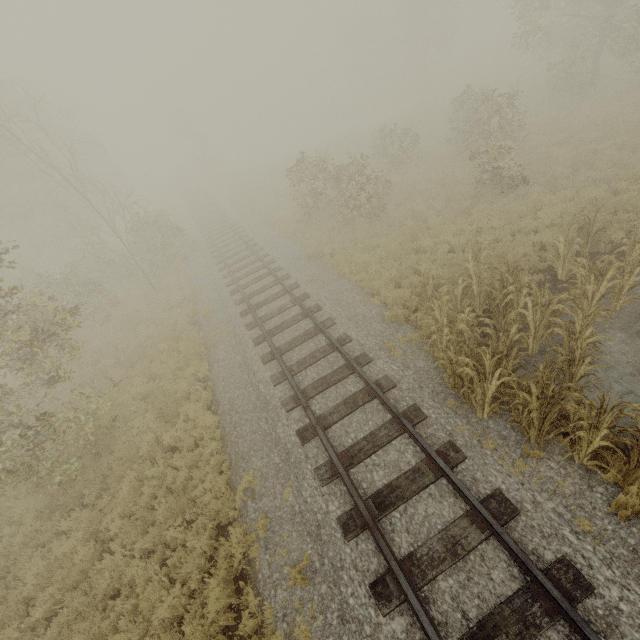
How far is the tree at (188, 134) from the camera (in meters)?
37.91

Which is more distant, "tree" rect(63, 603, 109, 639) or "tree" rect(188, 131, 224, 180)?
"tree" rect(188, 131, 224, 180)

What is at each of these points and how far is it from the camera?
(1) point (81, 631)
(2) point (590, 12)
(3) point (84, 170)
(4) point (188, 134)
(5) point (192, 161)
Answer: (1) tree, 5.61m
(2) tree, 21.44m
(3) tree, 31.09m
(4) tree, 39.06m
(5) tree, 59.38m

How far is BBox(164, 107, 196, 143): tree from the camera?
37.91m

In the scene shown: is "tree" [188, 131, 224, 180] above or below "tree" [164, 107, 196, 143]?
below

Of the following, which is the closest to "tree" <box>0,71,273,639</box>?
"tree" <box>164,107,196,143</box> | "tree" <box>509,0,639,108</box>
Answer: "tree" <box>164,107,196,143</box>

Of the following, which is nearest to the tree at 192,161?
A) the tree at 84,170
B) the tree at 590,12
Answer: the tree at 84,170
